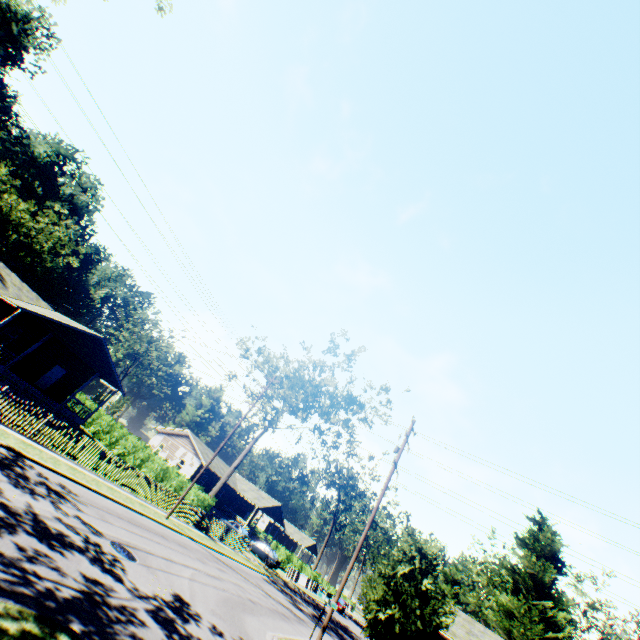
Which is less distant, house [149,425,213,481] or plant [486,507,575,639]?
plant [486,507,575,639]

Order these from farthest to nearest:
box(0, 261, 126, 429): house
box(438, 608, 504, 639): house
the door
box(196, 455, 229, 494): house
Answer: box(196, 455, 229, 494): house, the door, box(0, 261, 126, 429): house, box(438, 608, 504, 639): house

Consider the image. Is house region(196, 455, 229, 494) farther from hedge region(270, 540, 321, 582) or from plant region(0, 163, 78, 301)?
plant region(0, 163, 78, 301)

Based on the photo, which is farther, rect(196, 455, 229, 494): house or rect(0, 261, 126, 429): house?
rect(196, 455, 229, 494): house

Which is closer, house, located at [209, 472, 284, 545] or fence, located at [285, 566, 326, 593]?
fence, located at [285, 566, 326, 593]

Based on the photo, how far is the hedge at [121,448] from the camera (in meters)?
28.56

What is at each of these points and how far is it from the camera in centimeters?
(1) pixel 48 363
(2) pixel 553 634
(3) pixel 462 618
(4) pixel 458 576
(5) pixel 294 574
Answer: (1) house, 2853cm
(2) plant, 2870cm
(3) house, 2545cm
(4) plant, 5525cm
(5) fence, 4297cm

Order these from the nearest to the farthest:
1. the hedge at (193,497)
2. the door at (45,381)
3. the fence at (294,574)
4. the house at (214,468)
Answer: the hedge at (193,497), the door at (45,381), the fence at (294,574), the house at (214,468)
